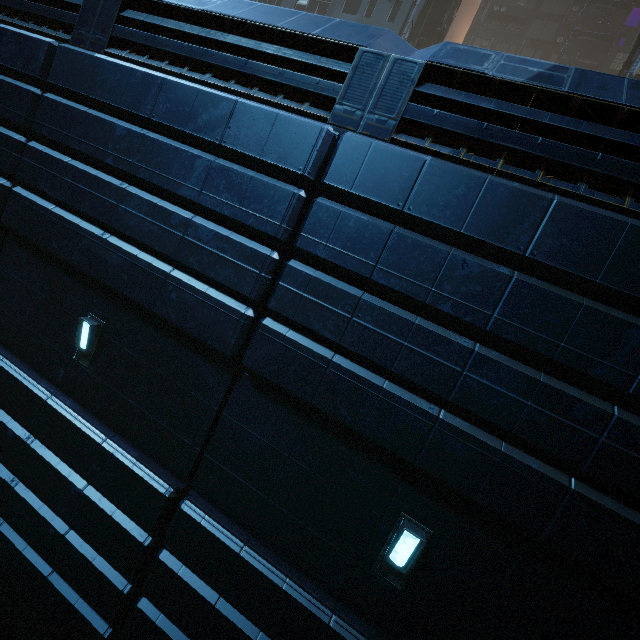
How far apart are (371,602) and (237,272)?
4.92m

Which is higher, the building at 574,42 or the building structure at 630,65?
the building at 574,42

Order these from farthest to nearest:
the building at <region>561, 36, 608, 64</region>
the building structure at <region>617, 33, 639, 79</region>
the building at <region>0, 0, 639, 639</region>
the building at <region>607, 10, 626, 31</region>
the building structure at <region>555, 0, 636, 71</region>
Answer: the building at <region>561, 36, 608, 64</region> < the building at <region>607, 10, 626, 31</region> < the building structure at <region>555, 0, 636, 71</region> < the building structure at <region>617, 33, 639, 79</region> < the building at <region>0, 0, 639, 639</region>

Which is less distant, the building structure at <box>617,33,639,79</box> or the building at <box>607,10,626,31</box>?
the building structure at <box>617,33,639,79</box>

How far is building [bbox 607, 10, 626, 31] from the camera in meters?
35.6 m
